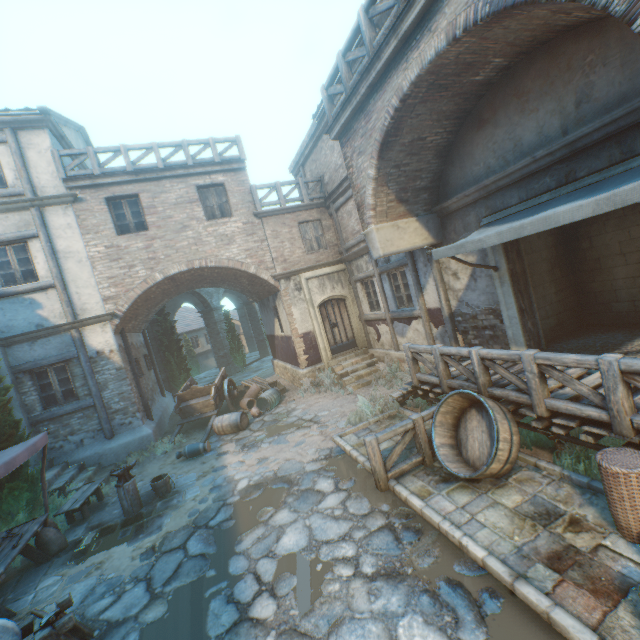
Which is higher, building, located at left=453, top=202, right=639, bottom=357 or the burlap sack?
building, located at left=453, top=202, right=639, bottom=357

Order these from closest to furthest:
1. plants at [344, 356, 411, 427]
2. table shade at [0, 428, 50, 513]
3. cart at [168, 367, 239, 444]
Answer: table shade at [0, 428, 50, 513]
plants at [344, 356, 411, 427]
cart at [168, 367, 239, 444]

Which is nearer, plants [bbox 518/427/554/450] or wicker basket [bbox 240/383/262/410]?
plants [bbox 518/427/554/450]

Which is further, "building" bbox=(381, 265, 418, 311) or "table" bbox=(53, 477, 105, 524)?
"building" bbox=(381, 265, 418, 311)

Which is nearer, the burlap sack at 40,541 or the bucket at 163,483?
the burlap sack at 40,541

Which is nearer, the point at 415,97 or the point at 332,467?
the point at 415,97

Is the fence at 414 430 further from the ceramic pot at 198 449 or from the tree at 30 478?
the tree at 30 478

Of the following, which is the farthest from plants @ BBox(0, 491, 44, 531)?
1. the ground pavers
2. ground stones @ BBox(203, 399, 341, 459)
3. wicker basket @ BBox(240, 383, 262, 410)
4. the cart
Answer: wicker basket @ BBox(240, 383, 262, 410)
